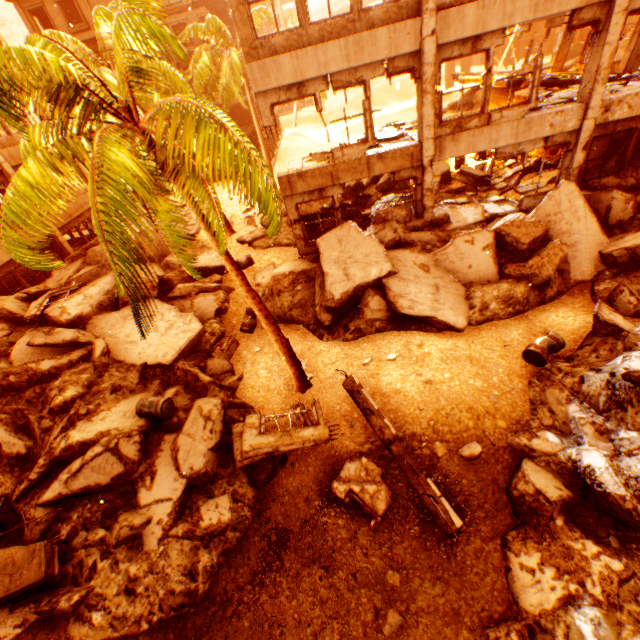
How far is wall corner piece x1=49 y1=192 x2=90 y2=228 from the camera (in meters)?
16.61

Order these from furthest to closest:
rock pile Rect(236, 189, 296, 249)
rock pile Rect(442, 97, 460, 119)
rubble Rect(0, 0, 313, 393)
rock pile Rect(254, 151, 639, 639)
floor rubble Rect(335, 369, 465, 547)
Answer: rock pile Rect(442, 97, 460, 119), rock pile Rect(236, 189, 296, 249), floor rubble Rect(335, 369, 465, 547), rock pile Rect(254, 151, 639, 639), rubble Rect(0, 0, 313, 393)

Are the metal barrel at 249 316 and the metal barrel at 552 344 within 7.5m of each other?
no

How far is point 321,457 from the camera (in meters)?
7.48

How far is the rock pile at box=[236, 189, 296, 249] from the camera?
15.86m

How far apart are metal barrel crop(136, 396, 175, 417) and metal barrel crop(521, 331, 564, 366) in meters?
9.1

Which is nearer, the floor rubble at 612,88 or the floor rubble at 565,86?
the floor rubble at 612,88

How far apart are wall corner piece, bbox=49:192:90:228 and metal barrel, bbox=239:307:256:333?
12.1m
